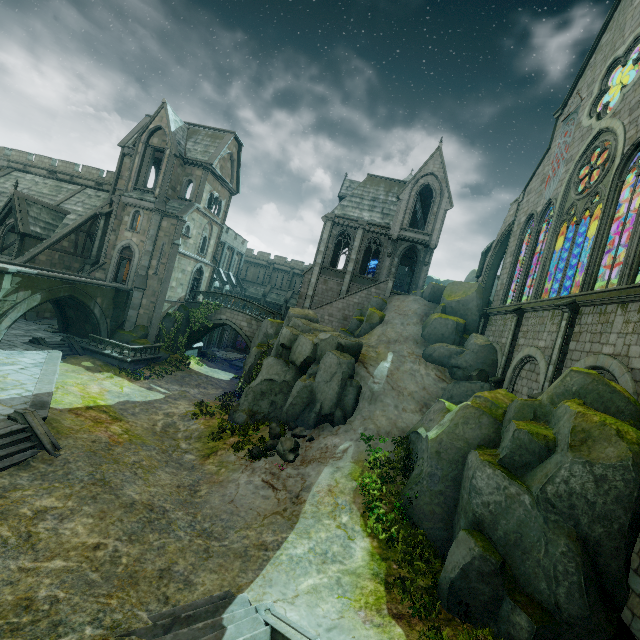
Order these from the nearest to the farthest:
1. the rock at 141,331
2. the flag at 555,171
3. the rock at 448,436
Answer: the rock at 448,436
the flag at 555,171
the rock at 141,331

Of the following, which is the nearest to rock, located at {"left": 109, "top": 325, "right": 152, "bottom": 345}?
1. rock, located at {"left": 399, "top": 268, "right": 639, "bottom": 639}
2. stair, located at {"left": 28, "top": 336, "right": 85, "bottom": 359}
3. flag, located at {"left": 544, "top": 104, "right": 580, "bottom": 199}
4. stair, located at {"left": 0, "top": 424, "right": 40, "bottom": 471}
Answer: stair, located at {"left": 28, "top": 336, "right": 85, "bottom": 359}

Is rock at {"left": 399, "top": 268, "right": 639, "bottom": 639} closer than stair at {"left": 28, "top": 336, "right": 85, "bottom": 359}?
Yes

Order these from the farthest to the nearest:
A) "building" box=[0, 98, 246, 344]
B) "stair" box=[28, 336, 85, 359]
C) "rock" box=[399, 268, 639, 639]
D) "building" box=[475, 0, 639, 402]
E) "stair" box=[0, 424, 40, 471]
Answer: "building" box=[0, 98, 246, 344] < "stair" box=[28, 336, 85, 359] < "building" box=[475, 0, 639, 402] < "stair" box=[0, 424, 40, 471] < "rock" box=[399, 268, 639, 639]

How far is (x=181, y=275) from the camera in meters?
30.5

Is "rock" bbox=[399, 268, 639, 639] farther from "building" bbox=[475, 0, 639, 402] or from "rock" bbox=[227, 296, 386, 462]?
"rock" bbox=[227, 296, 386, 462]

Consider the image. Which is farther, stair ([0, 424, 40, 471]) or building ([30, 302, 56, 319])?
building ([30, 302, 56, 319])

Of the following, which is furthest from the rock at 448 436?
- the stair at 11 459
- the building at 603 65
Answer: the stair at 11 459
